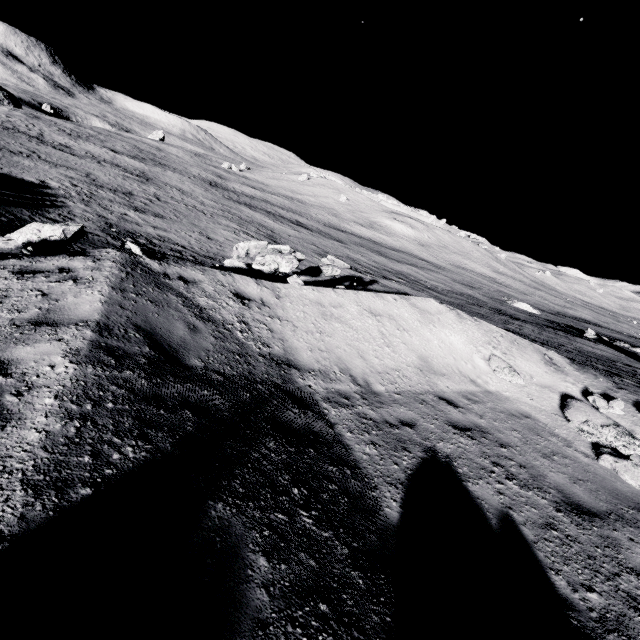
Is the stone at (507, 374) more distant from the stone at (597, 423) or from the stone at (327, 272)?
the stone at (327, 272)

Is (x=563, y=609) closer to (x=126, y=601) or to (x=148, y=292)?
(x=126, y=601)

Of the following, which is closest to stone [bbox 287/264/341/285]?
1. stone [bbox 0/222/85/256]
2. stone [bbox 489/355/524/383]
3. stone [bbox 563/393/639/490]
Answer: stone [bbox 0/222/85/256]

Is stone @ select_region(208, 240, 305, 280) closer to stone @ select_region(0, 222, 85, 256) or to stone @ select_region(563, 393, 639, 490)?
stone @ select_region(0, 222, 85, 256)

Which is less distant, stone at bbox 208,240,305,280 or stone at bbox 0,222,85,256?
stone at bbox 0,222,85,256

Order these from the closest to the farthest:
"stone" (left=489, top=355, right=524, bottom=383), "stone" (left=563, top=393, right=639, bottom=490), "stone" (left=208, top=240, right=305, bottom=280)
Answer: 1. "stone" (left=563, top=393, right=639, bottom=490)
2. "stone" (left=489, top=355, right=524, bottom=383)
3. "stone" (left=208, top=240, right=305, bottom=280)
